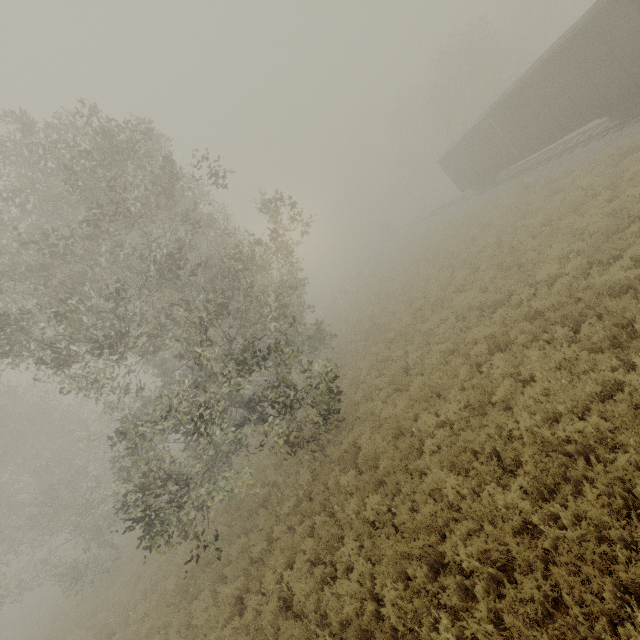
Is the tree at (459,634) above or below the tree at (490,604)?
below

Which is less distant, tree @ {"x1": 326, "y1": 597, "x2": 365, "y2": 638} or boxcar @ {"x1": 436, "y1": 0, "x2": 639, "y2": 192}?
tree @ {"x1": 326, "y1": 597, "x2": 365, "y2": 638}

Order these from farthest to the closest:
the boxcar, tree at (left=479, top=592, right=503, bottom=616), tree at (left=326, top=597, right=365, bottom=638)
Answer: the boxcar, tree at (left=326, top=597, right=365, bottom=638), tree at (left=479, top=592, right=503, bottom=616)

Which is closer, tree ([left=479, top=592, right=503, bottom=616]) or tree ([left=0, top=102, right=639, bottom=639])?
tree ([left=479, top=592, right=503, bottom=616])

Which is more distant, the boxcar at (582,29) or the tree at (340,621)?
A: the boxcar at (582,29)

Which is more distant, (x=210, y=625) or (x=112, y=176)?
(x=112, y=176)
